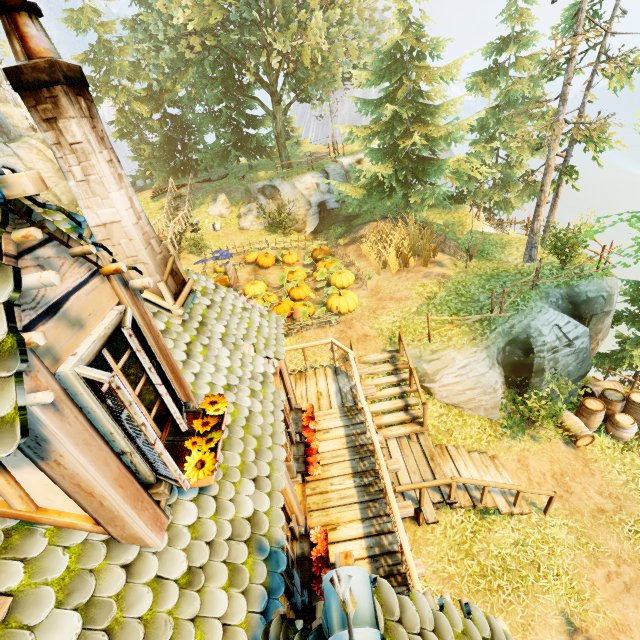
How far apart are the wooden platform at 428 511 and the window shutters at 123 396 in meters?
6.7

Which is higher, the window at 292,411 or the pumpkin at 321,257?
the window at 292,411

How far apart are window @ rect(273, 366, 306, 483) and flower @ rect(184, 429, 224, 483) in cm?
219

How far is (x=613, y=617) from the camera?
7.43m

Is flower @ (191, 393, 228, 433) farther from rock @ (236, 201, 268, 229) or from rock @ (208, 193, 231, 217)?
rock @ (208, 193, 231, 217)

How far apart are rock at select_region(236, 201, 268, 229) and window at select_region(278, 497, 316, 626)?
20.48m

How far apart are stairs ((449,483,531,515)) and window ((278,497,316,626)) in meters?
5.8

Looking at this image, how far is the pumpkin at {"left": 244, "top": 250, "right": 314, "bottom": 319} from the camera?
13.05m
